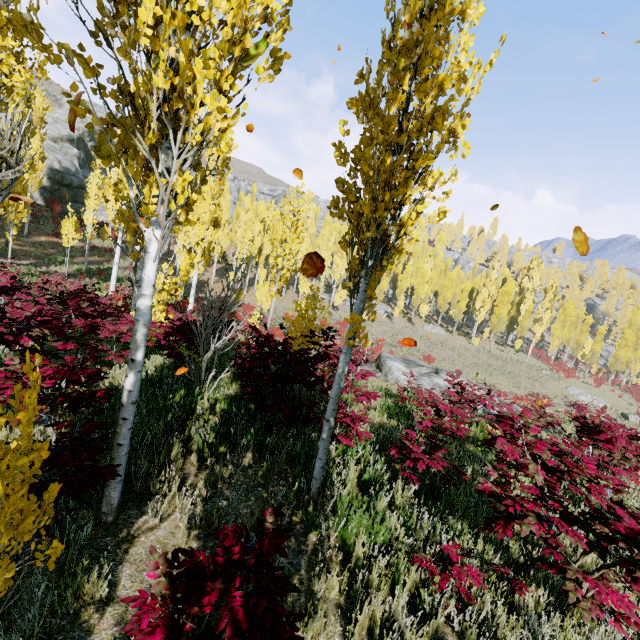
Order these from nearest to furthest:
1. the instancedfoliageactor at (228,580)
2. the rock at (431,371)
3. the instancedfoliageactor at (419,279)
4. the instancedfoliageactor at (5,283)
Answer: the instancedfoliageactor at (228,580), the instancedfoliageactor at (5,283), the rock at (431,371), the instancedfoliageactor at (419,279)

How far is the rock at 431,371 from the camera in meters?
13.1 m

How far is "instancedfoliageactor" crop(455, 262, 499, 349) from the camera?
46.7 meters

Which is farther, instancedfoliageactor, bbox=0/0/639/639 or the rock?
the rock

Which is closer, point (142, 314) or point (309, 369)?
point (142, 314)

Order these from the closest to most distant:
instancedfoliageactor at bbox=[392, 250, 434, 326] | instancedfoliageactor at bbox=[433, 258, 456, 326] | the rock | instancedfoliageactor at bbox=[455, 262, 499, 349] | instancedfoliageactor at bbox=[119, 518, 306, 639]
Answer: instancedfoliageactor at bbox=[119, 518, 306, 639]
the rock
instancedfoliageactor at bbox=[392, 250, 434, 326]
instancedfoliageactor at bbox=[455, 262, 499, 349]
instancedfoliageactor at bbox=[433, 258, 456, 326]

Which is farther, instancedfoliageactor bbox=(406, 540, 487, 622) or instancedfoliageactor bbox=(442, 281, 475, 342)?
instancedfoliageactor bbox=(442, 281, 475, 342)
